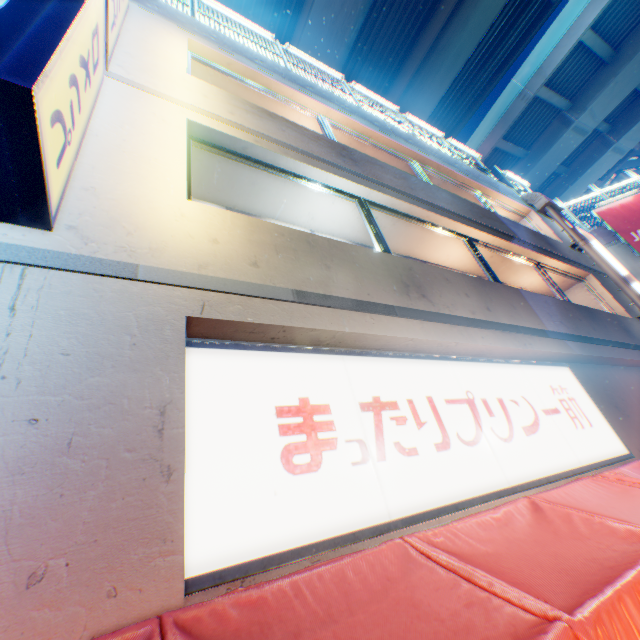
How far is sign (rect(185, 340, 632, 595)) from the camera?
1.9m

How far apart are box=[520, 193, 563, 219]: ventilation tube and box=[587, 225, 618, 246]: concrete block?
5.4m

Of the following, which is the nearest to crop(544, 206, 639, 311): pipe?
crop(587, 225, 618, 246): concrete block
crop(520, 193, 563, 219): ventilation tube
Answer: crop(520, 193, 563, 219): ventilation tube

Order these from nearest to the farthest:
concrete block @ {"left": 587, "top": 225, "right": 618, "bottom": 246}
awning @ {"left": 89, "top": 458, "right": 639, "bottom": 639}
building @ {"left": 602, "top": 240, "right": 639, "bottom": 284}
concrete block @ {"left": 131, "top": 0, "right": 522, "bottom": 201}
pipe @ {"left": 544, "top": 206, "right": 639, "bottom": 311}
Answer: awning @ {"left": 89, "top": 458, "right": 639, "bottom": 639}
concrete block @ {"left": 131, "top": 0, "right": 522, "bottom": 201}
pipe @ {"left": 544, "top": 206, "right": 639, "bottom": 311}
building @ {"left": 602, "top": 240, "right": 639, "bottom": 284}
concrete block @ {"left": 587, "top": 225, "right": 618, "bottom": 246}

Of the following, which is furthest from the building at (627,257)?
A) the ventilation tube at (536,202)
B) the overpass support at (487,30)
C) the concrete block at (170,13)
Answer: the overpass support at (487,30)

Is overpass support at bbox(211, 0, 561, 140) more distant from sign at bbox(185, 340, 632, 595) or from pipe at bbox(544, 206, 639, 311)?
sign at bbox(185, 340, 632, 595)

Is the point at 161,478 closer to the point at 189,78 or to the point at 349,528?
the point at 349,528

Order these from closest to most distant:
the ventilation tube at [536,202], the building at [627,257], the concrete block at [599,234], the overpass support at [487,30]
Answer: the ventilation tube at [536,202]
the building at [627,257]
the concrete block at [599,234]
the overpass support at [487,30]
